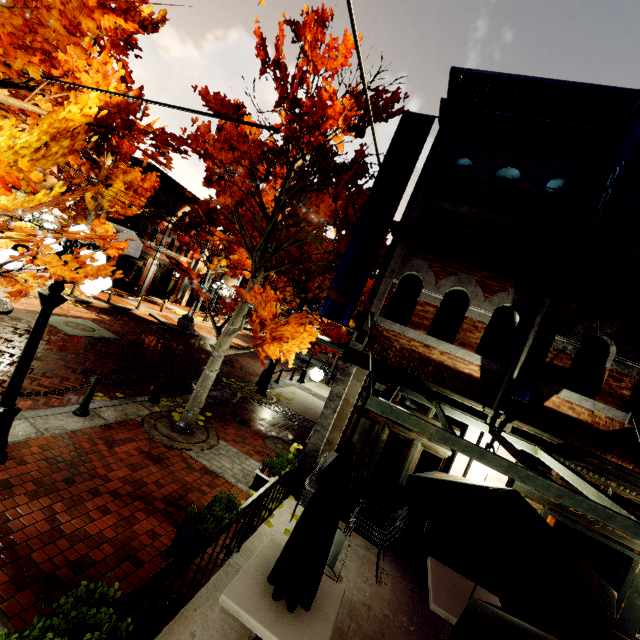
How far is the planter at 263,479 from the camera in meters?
5.4 m

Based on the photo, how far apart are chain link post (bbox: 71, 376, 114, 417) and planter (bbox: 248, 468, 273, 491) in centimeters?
393cm

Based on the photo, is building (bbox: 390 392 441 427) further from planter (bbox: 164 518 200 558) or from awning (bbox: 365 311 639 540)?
planter (bbox: 164 518 200 558)

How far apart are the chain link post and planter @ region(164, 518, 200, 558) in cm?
406

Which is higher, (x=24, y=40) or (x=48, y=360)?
(x=24, y=40)

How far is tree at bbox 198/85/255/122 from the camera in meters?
7.4 m

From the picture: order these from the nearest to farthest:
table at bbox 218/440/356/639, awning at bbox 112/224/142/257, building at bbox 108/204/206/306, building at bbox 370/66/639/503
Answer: table at bbox 218/440/356/639 → building at bbox 370/66/639/503 → awning at bbox 112/224/142/257 → building at bbox 108/204/206/306

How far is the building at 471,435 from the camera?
6.0 meters
